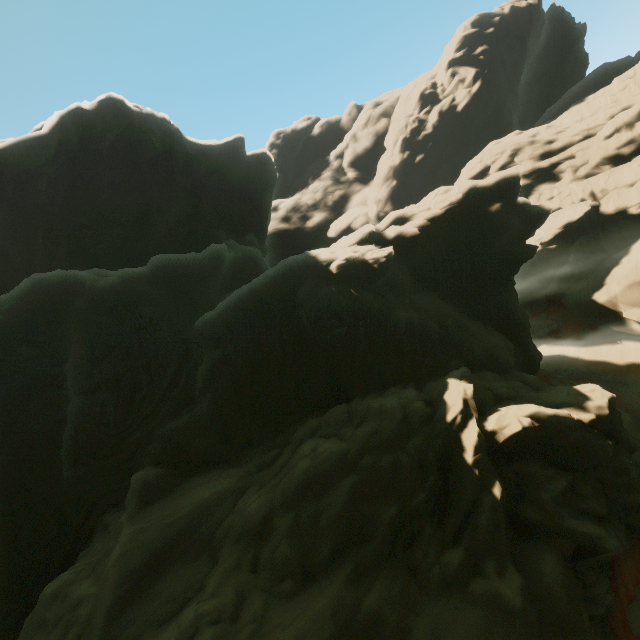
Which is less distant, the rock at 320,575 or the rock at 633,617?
the rock at 320,575

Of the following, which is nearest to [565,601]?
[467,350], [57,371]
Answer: [467,350]

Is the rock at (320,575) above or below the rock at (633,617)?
above

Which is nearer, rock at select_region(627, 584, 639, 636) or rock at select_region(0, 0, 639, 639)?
rock at select_region(0, 0, 639, 639)

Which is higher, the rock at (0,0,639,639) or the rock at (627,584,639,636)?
the rock at (0,0,639,639)
